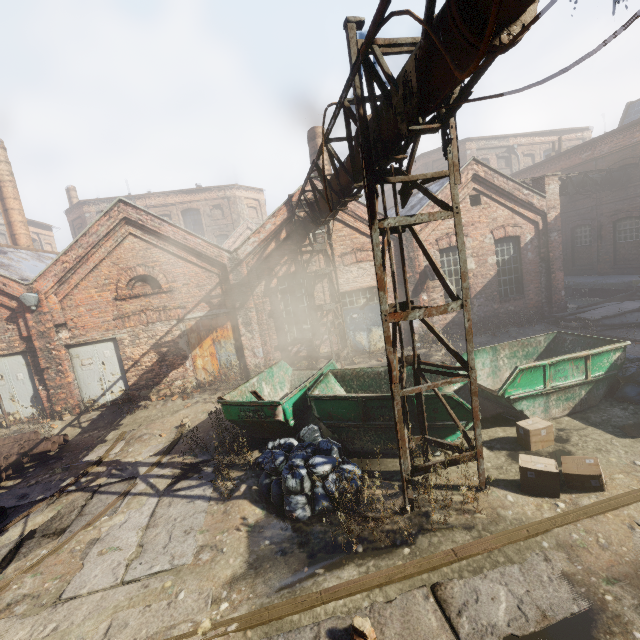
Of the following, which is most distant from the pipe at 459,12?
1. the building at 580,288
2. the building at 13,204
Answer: the building at 580,288

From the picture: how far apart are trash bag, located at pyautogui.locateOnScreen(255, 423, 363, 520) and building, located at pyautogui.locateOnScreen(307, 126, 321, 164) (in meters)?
10.69

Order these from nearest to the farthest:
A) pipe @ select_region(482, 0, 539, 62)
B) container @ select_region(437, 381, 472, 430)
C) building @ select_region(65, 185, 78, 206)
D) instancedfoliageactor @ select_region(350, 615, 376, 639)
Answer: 1. pipe @ select_region(482, 0, 539, 62)
2. instancedfoliageactor @ select_region(350, 615, 376, 639)
3. container @ select_region(437, 381, 472, 430)
4. building @ select_region(65, 185, 78, 206)

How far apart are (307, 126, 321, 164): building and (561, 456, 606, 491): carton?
12.3m

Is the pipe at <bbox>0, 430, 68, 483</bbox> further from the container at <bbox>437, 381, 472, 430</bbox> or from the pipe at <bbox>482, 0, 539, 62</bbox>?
the container at <bbox>437, 381, 472, 430</bbox>

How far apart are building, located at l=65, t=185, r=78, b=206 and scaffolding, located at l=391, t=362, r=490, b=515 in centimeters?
3956cm

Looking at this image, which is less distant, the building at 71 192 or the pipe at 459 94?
the pipe at 459 94

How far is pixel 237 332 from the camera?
12.48m
